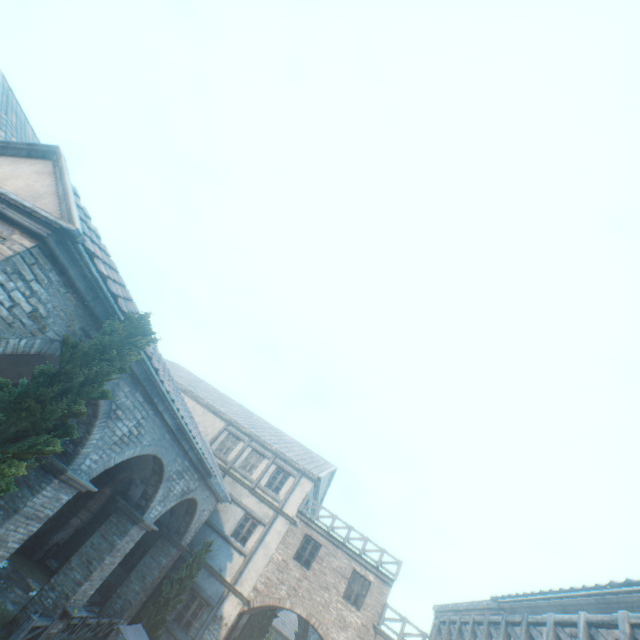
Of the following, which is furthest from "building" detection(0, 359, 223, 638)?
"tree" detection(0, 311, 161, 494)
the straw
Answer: the straw

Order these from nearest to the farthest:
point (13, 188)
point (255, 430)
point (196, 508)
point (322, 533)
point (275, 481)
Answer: point (13, 188), point (196, 508), point (322, 533), point (275, 481), point (255, 430)

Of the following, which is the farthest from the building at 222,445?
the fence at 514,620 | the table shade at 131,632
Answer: the fence at 514,620

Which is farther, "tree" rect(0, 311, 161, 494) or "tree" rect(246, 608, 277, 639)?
"tree" rect(246, 608, 277, 639)

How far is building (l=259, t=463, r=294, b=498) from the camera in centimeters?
1929cm

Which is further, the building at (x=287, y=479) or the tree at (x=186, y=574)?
the building at (x=287, y=479)
